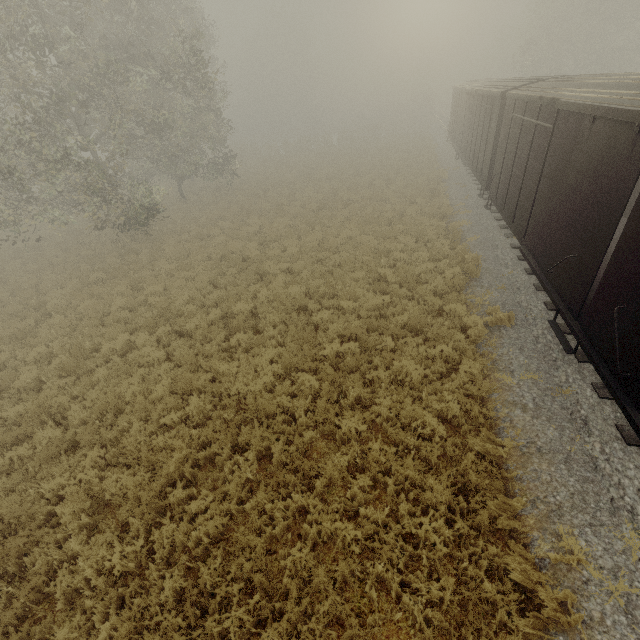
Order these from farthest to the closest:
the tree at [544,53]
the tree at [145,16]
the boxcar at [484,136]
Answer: the tree at [544,53], the tree at [145,16], the boxcar at [484,136]

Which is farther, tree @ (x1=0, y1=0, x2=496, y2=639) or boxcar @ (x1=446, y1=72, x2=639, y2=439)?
tree @ (x1=0, y1=0, x2=496, y2=639)

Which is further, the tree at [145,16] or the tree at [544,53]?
the tree at [544,53]

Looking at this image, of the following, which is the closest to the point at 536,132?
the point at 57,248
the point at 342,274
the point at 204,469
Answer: the point at 342,274

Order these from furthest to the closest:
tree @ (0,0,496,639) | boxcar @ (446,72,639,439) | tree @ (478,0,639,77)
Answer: tree @ (478,0,639,77)
tree @ (0,0,496,639)
boxcar @ (446,72,639,439)

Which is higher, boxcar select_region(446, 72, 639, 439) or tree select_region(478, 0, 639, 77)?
tree select_region(478, 0, 639, 77)

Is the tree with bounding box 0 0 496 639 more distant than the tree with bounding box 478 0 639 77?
No
